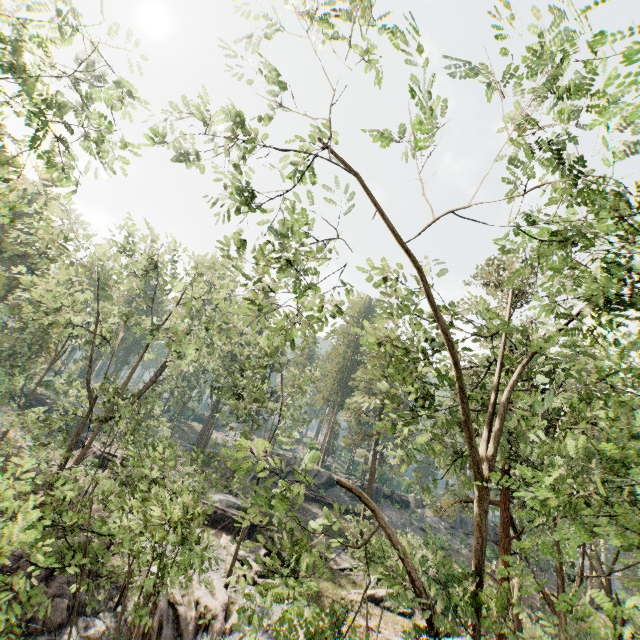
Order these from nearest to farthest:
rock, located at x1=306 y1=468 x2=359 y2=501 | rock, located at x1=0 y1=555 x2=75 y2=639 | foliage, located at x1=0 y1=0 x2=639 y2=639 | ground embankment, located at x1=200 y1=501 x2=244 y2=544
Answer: foliage, located at x1=0 y1=0 x2=639 y2=639
rock, located at x1=0 y1=555 x2=75 y2=639
ground embankment, located at x1=200 y1=501 x2=244 y2=544
rock, located at x1=306 y1=468 x2=359 y2=501

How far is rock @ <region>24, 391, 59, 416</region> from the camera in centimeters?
4534cm

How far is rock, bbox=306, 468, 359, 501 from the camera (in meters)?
41.72

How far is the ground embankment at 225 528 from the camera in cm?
2625

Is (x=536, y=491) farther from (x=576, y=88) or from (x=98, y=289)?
(x=98, y=289)

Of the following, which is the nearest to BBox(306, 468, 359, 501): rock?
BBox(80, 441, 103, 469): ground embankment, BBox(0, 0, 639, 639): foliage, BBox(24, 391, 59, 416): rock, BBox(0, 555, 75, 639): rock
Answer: BBox(0, 0, 639, 639): foliage

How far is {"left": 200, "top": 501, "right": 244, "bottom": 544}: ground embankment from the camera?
26.25m

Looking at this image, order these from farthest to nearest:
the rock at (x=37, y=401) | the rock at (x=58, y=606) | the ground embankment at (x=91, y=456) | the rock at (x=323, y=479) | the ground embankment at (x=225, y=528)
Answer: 1. the rock at (x=37, y=401)
2. the rock at (x=323, y=479)
3. the ground embankment at (x=225, y=528)
4. the ground embankment at (x=91, y=456)
5. the rock at (x=58, y=606)
